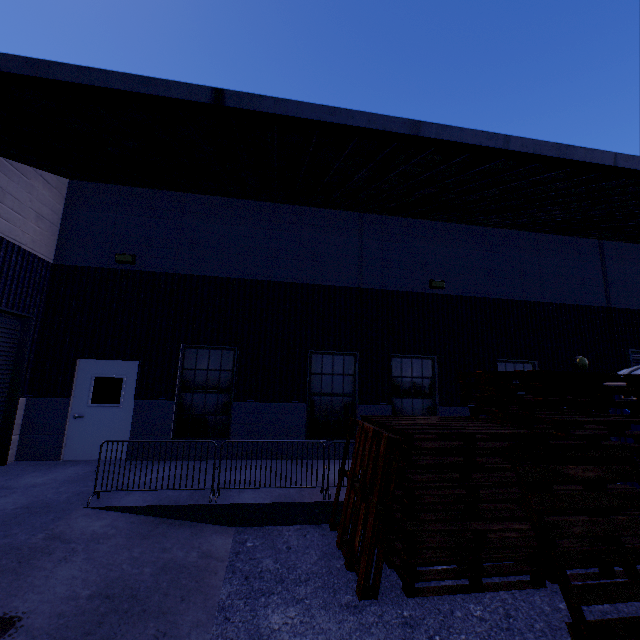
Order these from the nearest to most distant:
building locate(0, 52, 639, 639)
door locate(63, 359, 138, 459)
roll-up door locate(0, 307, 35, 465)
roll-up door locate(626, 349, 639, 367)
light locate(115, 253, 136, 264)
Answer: building locate(0, 52, 639, 639), roll-up door locate(0, 307, 35, 465), door locate(63, 359, 138, 459), light locate(115, 253, 136, 264), roll-up door locate(626, 349, 639, 367)

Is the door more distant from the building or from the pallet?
the pallet

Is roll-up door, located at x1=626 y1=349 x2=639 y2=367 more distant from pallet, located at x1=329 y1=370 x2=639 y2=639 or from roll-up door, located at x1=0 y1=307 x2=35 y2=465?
roll-up door, located at x1=0 y1=307 x2=35 y2=465

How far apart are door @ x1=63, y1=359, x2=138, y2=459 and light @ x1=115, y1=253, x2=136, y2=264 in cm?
256

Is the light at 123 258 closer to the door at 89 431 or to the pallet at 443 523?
the door at 89 431

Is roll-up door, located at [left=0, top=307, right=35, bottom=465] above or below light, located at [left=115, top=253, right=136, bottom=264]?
below

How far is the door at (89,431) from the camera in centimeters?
806cm

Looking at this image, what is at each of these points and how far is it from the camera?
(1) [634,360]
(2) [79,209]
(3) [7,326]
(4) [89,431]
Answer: (1) roll-up door, 11.3m
(2) building, 9.0m
(3) roll-up door, 7.5m
(4) door, 8.1m
